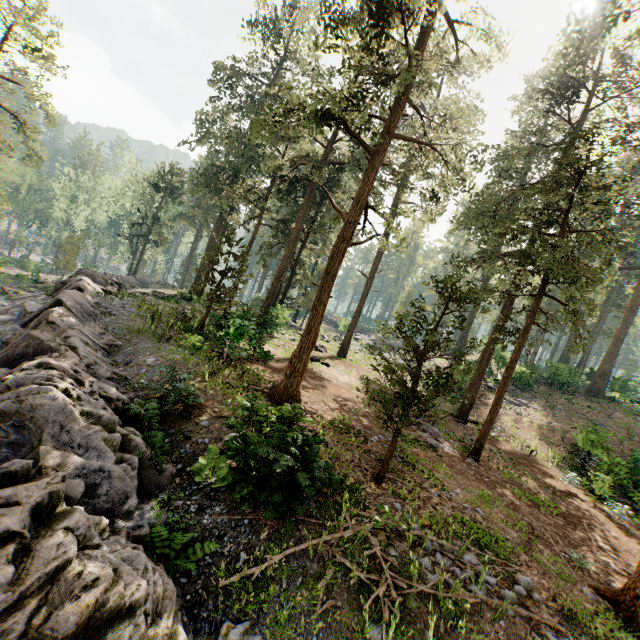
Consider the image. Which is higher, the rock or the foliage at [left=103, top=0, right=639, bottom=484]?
the foliage at [left=103, top=0, right=639, bottom=484]

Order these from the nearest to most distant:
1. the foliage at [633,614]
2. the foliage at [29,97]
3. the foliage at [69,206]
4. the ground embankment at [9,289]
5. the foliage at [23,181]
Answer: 1. the foliage at [633,614]
2. the ground embankment at [9,289]
3. the foliage at [29,97]
4. the foliage at [23,181]
5. the foliage at [69,206]

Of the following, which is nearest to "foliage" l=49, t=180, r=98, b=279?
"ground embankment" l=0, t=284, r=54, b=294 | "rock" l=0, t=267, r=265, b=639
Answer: "rock" l=0, t=267, r=265, b=639

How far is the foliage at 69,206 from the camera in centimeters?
3906cm

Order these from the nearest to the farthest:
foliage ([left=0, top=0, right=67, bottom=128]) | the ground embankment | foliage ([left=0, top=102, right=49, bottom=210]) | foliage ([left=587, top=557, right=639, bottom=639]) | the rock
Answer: the rock
foliage ([left=587, top=557, right=639, bottom=639])
the ground embankment
foliage ([left=0, top=0, right=67, bottom=128])
foliage ([left=0, top=102, right=49, bottom=210])

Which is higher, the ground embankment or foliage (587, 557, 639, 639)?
foliage (587, 557, 639, 639)

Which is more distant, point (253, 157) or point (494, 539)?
point (253, 157)

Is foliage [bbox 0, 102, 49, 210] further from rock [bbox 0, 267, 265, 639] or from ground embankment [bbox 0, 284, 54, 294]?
ground embankment [bbox 0, 284, 54, 294]
